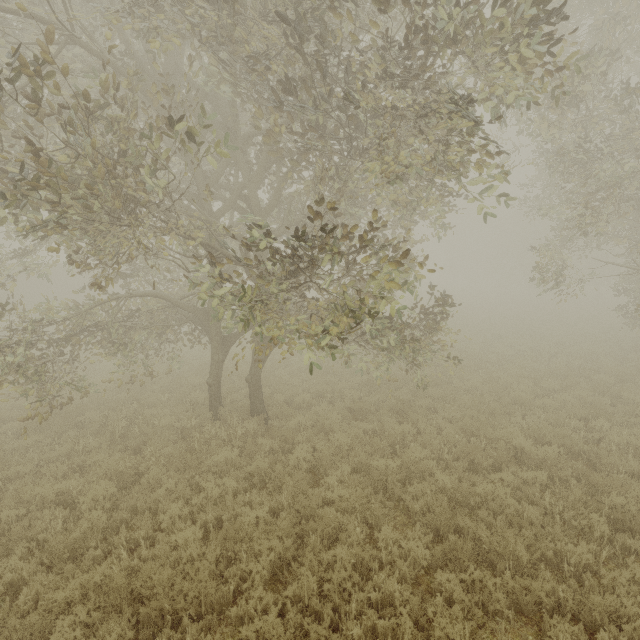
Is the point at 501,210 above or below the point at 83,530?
above

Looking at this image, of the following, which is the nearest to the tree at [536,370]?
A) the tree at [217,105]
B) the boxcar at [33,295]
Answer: the tree at [217,105]

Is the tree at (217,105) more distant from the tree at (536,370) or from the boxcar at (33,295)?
the boxcar at (33,295)

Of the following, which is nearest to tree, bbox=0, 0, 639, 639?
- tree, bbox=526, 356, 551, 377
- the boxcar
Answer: tree, bbox=526, 356, 551, 377

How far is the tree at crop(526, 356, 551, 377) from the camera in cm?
1325

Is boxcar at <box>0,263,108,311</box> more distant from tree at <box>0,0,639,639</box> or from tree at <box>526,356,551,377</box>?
tree at <box>0,0,639,639</box>
